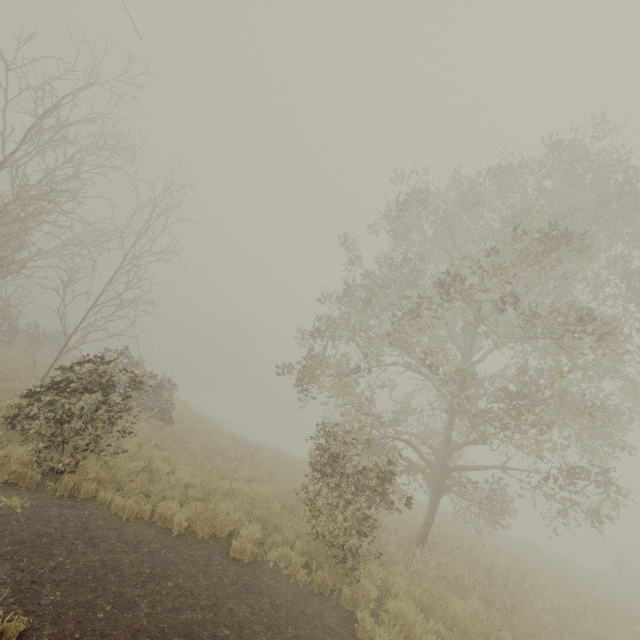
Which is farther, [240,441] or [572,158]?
[240,441]
